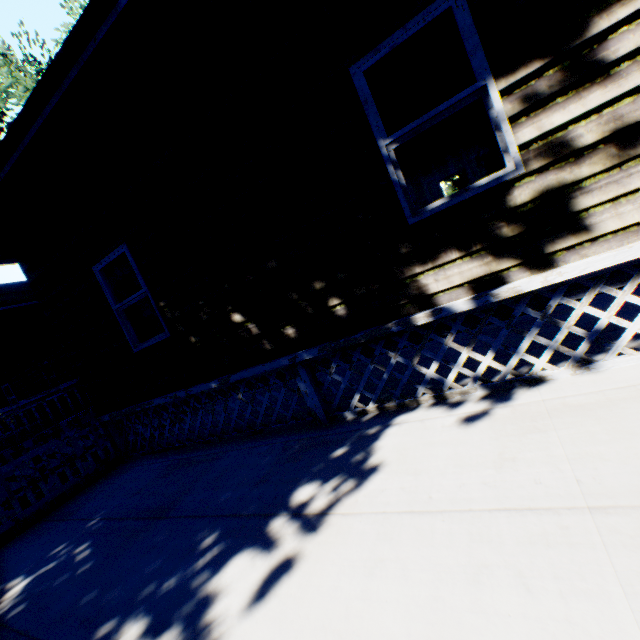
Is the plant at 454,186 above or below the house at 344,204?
above

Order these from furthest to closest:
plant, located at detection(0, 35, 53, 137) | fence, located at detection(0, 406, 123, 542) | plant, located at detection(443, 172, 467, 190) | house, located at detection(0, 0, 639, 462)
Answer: plant, located at detection(443, 172, 467, 190), plant, located at detection(0, 35, 53, 137), fence, located at detection(0, 406, 123, 542), house, located at detection(0, 0, 639, 462)

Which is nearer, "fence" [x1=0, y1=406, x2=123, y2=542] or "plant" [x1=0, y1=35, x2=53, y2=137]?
"fence" [x1=0, y1=406, x2=123, y2=542]

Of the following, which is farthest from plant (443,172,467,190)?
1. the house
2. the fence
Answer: the fence

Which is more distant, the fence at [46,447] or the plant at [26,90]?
the plant at [26,90]

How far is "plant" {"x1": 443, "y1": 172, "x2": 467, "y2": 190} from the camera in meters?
37.0 m

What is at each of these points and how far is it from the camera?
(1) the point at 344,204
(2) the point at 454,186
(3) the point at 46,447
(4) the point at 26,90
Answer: (1) house, 3.5m
(2) plant, 40.0m
(3) fence, 5.7m
(4) plant, 15.4m
